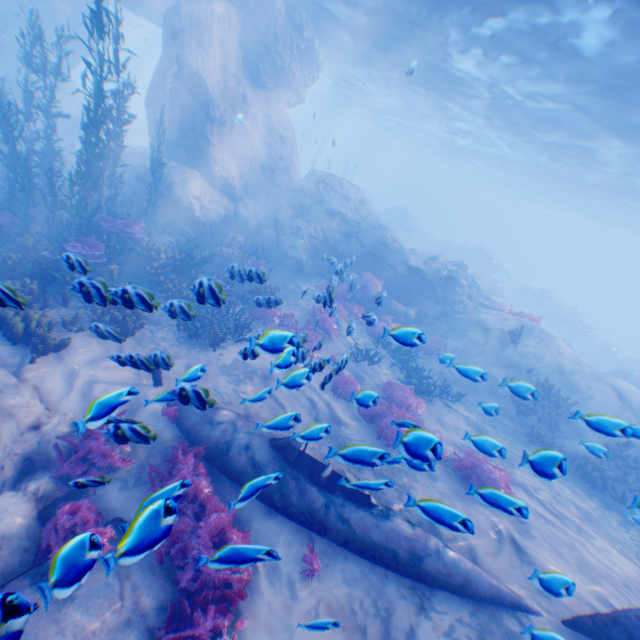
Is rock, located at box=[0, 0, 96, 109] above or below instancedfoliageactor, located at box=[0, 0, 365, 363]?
above

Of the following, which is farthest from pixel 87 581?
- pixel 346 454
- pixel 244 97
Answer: pixel 244 97

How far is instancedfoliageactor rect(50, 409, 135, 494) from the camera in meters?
3.7 m

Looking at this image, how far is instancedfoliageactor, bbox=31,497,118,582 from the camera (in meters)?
2.49

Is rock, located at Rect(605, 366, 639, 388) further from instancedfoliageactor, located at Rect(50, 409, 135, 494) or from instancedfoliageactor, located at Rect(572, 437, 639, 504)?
instancedfoliageactor, located at Rect(50, 409, 135, 494)

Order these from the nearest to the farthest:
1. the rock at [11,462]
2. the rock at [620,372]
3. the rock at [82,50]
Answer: the rock at [11,462] < the rock at [620,372] < the rock at [82,50]

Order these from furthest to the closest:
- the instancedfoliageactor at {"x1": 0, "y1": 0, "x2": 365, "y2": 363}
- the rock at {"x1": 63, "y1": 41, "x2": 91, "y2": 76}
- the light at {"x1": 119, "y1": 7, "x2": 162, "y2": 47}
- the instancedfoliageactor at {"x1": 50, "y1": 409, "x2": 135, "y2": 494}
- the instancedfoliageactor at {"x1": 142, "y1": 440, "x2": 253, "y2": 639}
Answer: the light at {"x1": 119, "y1": 7, "x2": 162, "y2": 47} < the rock at {"x1": 63, "y1": 41, "x2": 91, "y2": 76} < the instancedfoliageactor at {"x1": 0, "y1": 0, "x2": 365, "y2": 363} < the instancedfoliageactor at {"x1": 50, "y1": 409, "x2": 135, "y2": 494} < the instancedfoliageactor at {"x1": 142, "y1": 440, "x2": 253, "y2": 639}

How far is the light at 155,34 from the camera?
28.9 meters
